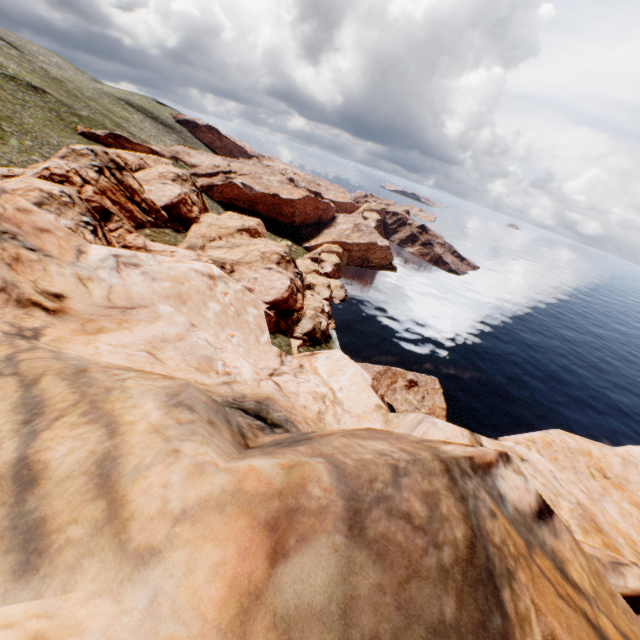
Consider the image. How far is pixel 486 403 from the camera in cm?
4872
